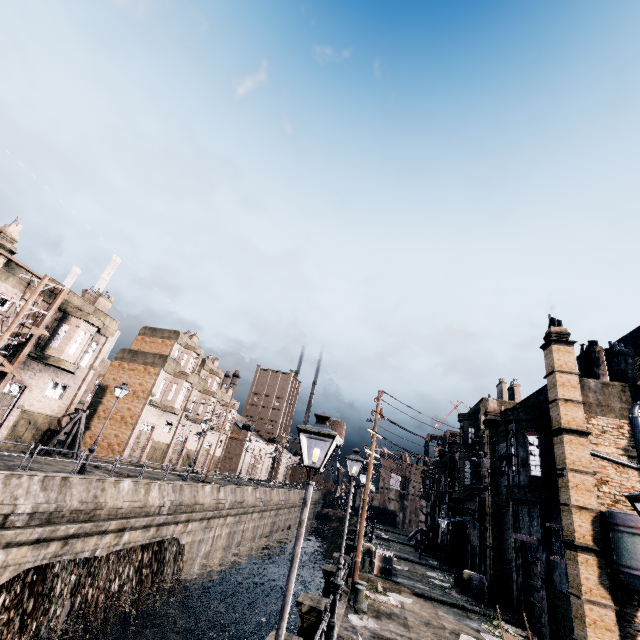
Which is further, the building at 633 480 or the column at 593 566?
the building at 633 480

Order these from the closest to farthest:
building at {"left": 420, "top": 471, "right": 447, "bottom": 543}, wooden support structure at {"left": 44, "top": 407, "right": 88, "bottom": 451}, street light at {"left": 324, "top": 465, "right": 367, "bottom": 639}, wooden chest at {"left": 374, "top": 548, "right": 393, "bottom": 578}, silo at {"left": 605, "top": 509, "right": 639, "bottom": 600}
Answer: street light at {"left": 324, "top": 465, "right": 367, "bottom": 639}
silo at {"left": 605, "top": 509, "right": 639, "bottom": 600}
wooden chest at {"left": 374, "top": 548, "right": 393, "bottom": 578}
wooden support structure at {"left": 44, "top": 407, "right": 88, "bottom": 451}
building at {"left": 420, "top": 471, "right": 447, "bottom": 543}

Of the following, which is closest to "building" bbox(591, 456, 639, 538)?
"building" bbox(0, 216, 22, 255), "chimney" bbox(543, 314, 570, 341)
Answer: "chimney" bbox(543, 314, 570, 341)

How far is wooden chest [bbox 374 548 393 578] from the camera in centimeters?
2145cm

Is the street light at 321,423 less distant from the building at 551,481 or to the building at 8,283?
the building at 551,481

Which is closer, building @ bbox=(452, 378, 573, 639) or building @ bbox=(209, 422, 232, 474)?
building @ bbox=(452, 378, 573, 639)

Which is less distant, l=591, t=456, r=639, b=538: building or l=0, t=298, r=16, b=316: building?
l=591, t=456, r=639, b=538: building

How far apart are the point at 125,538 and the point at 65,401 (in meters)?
13.65
